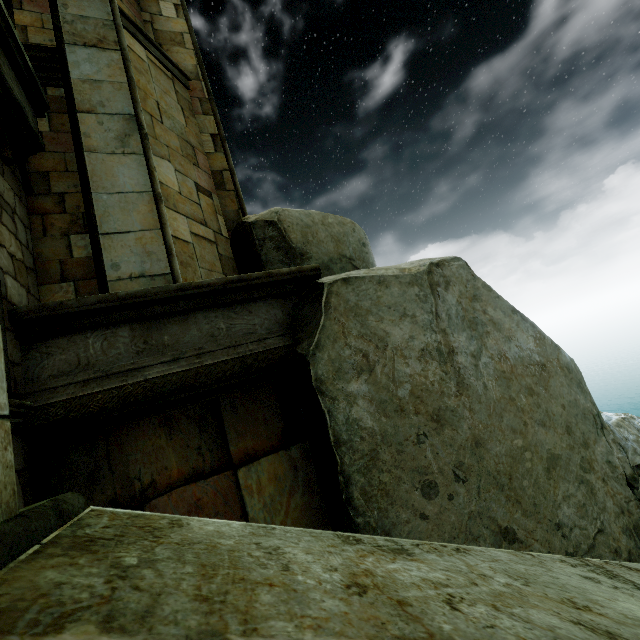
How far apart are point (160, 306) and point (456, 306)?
3.3m

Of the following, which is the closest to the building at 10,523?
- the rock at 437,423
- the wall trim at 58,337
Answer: the rock at 437,423

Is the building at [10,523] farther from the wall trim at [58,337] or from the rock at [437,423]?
the wall trim at [58,337]

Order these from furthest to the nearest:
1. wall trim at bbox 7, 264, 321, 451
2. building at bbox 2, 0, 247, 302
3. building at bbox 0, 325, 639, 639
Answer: building at bbox 2, 0, 247, 302 → wall trim at bbox 7, 264, 321, 451 → building at bbox 0, 325, 639, 639

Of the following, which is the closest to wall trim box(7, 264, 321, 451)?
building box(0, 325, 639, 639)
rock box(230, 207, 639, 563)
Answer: rock box(230, 207, 639, 563)

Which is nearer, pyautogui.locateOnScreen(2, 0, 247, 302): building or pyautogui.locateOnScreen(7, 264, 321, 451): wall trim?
pyautogui.locateOnScreen(7, 264, 321, 451): wall trim

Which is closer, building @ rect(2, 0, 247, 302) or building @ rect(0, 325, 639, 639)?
building @ rect(0, 325, 639, 639)

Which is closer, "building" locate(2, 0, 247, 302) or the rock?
the rock
